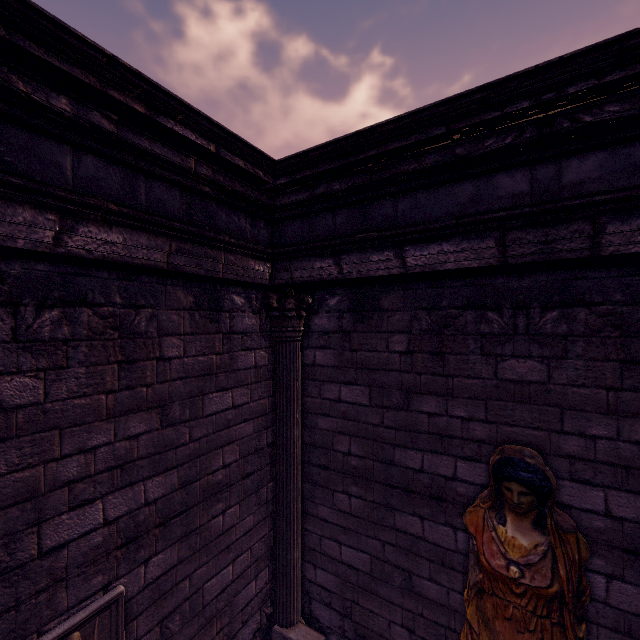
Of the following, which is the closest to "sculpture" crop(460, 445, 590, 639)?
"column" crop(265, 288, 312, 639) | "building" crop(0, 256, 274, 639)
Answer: "building" crop(0, 256, 274, 639)

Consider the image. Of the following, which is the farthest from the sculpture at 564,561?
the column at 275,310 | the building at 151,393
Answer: the column at 275,310

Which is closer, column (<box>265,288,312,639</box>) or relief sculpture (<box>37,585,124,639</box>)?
relief sculpture (<box>37,585,124,639</box>)

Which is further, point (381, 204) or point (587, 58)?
point (381, 204)

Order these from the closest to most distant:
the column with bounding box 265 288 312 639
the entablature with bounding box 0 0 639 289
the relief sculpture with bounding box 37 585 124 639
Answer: the entablature with bounding box 0 0 639 289, the relief sculpture with bounding box 37 585 124 639, the column with bounding box 265 288 312 639

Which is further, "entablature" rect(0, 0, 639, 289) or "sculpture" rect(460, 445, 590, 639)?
"sculpture" rect(460, 445, 590, 639)

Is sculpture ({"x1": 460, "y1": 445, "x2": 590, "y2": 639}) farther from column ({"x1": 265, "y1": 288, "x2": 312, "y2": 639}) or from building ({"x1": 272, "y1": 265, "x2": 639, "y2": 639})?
column ({"x1": 265, "y1": 288, "x2": 312, "y2": 639})

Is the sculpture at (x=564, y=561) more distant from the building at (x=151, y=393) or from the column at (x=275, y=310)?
the column at (x=275, y=310)
